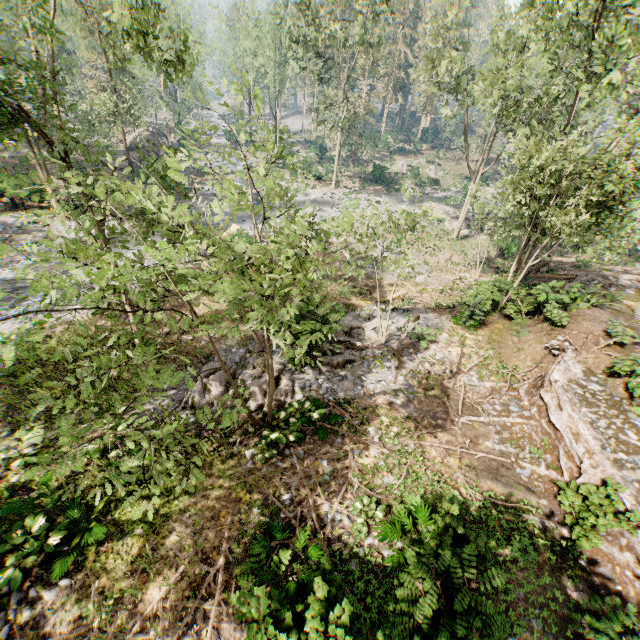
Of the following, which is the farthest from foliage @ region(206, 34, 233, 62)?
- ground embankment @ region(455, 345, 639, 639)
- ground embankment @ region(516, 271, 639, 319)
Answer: ground embankment @ region(455, 345, 639, 639)

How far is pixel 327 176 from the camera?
43.8m

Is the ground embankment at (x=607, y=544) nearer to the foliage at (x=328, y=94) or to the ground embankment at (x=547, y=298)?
the foliage at (x=328, y=94)

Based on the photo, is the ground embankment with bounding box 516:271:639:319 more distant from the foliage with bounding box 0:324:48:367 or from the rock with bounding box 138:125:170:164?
the rock with bounding box 138:125:170:164

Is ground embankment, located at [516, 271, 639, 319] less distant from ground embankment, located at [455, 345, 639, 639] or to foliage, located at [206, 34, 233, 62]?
foliage, located at [206, 34, 233, 62]

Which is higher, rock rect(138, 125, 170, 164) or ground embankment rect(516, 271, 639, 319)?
ground embankment rect(516, 271, 639, 319)

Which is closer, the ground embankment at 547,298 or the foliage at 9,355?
the foliage at 9,355
